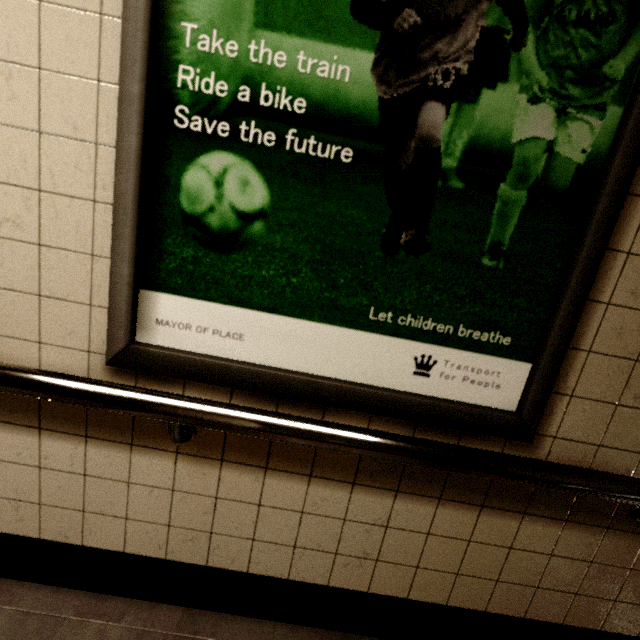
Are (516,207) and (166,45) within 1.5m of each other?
yes
